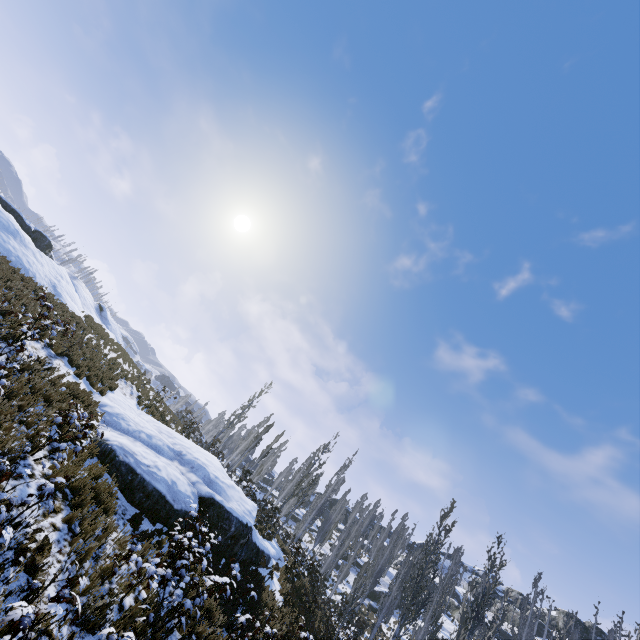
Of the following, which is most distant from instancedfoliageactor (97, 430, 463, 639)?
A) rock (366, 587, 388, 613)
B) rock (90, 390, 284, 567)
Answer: rock (90, 390, 284, 567)

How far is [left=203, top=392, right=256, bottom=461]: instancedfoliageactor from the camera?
23.8 meters

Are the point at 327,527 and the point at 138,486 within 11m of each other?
no

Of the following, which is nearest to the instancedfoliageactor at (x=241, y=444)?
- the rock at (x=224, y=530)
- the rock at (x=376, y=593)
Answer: the rock at (x=376, y=593)

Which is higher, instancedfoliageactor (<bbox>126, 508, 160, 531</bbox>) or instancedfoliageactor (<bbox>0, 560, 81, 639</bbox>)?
instancedfoliageactor (<bbox>126, 508, 160, 531</bbox>)

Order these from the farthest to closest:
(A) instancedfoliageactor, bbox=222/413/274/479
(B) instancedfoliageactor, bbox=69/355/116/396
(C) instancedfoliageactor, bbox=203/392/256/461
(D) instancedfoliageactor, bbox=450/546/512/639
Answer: (A) instancedfoliageactor, bbox=222/413/274/479
(C) instancedfoliageactor, bbox=203/392/256/461
(D) instancedfoliageactor, bbox=450/546/512/639
(B) instancedfoliageactor, bbox=69/355/116/396
